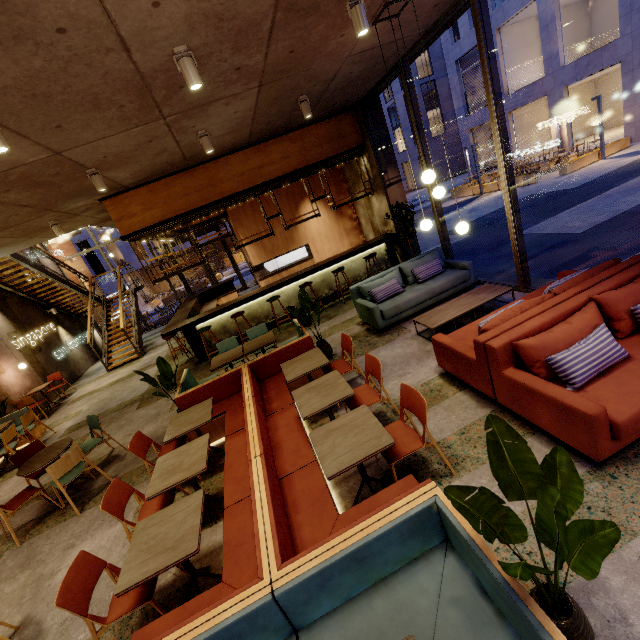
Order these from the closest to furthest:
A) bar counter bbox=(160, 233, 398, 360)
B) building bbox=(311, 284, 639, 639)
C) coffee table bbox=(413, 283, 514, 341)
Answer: building bbox=(311, 284, 639, 639)
coffee table bbox=(413, 283, 514, 341)
bar counter bbox=(160, 233, 398, 360)

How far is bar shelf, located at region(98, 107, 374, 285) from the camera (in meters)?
7.70

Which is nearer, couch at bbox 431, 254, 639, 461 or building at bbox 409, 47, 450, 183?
couch at bbox 431, 254, 639, 461

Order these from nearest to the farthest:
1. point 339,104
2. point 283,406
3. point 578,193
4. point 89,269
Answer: point 283,406
point 339,104
point 578,193
point 89,269

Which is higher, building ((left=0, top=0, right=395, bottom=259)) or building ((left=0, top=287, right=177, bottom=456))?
building ((left=0, top=0, right=395, bottom=259))

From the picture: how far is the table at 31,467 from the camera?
4.75m

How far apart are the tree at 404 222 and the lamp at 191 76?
5.03m

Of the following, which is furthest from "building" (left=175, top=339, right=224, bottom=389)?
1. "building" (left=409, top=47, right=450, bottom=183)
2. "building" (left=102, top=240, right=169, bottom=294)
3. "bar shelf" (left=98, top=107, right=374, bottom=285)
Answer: "building" (left=409, top=47, right=450, bottom=183)
